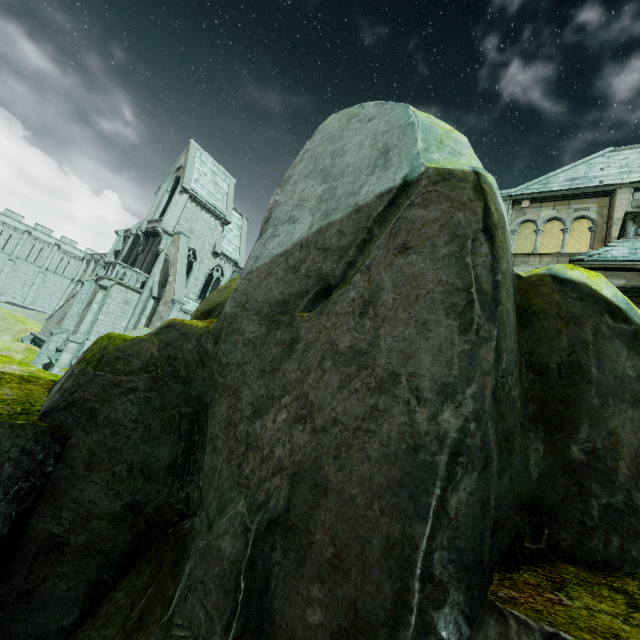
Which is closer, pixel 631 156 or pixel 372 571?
pixel 372 571

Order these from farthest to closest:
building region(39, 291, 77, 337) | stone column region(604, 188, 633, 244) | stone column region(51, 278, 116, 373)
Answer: building region(39, 291, 77, 337), stone column region(51, 278, 116, 373), stone column region(604, 188, 633, 244)

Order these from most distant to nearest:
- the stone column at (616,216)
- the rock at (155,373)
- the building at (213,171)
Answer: the building at (213,171)
the stone column at (616,216)
the rock at (155,373)

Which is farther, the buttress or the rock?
the buttress

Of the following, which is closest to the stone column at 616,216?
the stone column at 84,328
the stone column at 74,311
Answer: the stone column at 84,328

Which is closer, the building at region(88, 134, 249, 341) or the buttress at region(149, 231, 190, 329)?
the buttress at region(149, 231, 190, 329)

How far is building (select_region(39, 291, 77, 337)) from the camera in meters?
28.5 m

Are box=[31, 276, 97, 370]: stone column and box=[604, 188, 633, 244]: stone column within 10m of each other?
no
